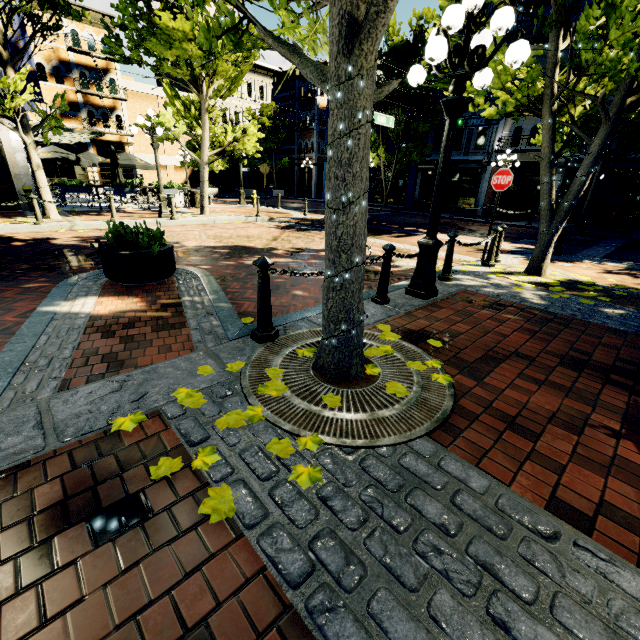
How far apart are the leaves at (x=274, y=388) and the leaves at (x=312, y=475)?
0.7 meters

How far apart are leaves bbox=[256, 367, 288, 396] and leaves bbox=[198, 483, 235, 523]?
0.8m

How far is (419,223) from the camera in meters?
16.6 m

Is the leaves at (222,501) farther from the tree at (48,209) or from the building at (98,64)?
the building at (98,64)

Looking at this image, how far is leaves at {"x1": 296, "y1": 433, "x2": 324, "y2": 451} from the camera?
2.0 meters

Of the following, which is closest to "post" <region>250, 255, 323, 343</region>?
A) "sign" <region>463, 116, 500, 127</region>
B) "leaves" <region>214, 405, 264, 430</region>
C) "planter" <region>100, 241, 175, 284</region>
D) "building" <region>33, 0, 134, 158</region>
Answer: "leaves" <region>214, 405, 264, 430</region>

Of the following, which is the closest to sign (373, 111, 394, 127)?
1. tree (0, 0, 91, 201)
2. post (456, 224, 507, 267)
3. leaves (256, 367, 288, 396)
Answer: tree (0, 0, 91, 201)

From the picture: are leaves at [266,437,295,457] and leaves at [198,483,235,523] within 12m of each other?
yes
